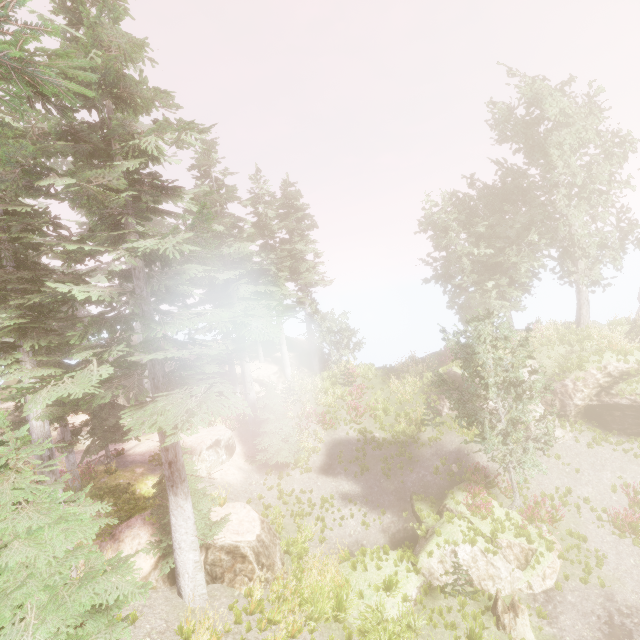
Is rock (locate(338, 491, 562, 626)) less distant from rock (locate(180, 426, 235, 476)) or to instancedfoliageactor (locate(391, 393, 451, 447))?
instancedfoliageactor (locate(391, 393, 451, 447))

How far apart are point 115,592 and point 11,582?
1.59m

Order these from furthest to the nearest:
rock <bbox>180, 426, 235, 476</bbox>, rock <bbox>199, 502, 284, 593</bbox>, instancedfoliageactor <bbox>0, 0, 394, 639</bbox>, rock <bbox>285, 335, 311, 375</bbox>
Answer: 1. rock <bbox>285, 335, 311, 375</bbox>
2. rock <bbox>180, 426, 235, 476</bbox>
3. rock <bbox>199, 502, 284, 593</bbox>
4. instancedfoliageactor <bbox>0, 0, 394, 639</bbox>

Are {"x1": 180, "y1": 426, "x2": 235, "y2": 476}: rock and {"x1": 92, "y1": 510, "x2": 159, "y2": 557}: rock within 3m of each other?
no

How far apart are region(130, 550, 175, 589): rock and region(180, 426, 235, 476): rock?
4.1m

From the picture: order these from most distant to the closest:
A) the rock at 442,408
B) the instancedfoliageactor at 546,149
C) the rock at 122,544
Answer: the rock at 442,408
the instancedfoliageactor at 546,149
the rock at 122,544

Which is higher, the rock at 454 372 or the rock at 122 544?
the rock at 454 372

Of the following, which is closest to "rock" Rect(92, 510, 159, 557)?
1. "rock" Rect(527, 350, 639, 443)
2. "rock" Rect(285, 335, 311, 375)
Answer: "rock" Rect(285, 335, 311, 375)
